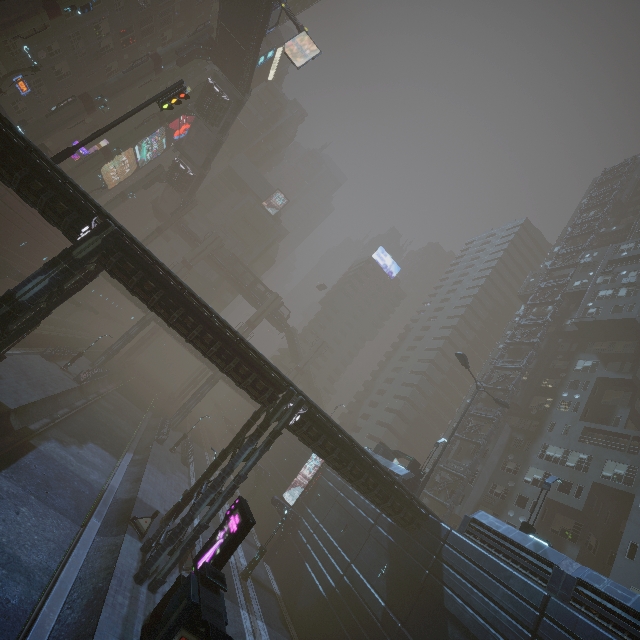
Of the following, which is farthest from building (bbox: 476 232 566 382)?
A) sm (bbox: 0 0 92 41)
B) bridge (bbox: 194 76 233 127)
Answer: bridge (bbox: 194 76 233 127)

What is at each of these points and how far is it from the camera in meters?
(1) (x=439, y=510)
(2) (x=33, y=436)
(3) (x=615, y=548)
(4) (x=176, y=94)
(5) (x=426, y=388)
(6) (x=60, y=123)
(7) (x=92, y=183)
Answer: (1) building, 37.8 m
(2) train rail, 22.1 m
(3) building, 28.4 m
(4) traffic light, 21.0 m
(5) building, 59.7 m
(6) sm, 32.1 m
(7) building, 54.2 m

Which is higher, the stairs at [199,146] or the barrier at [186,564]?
the stairs at [199,146]

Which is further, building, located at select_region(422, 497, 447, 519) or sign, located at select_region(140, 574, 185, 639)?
building, located at select_region(422, 497, 447, 519)

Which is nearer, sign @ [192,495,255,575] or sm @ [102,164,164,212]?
sign @ [192,495,255,575]

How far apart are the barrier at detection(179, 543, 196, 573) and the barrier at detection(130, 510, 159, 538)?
2.7m

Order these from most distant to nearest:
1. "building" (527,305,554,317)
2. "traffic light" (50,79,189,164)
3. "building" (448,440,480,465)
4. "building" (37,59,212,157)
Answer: "building" (527,305,554,317) < "building" (37,59,212,157) < "building" (448,440,480,465) < "traffic light" (50,79,189,164)

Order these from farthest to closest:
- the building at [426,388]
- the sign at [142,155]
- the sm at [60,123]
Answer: the building at [426,388] < the sign at [142,155] < the sm at [60,123]
